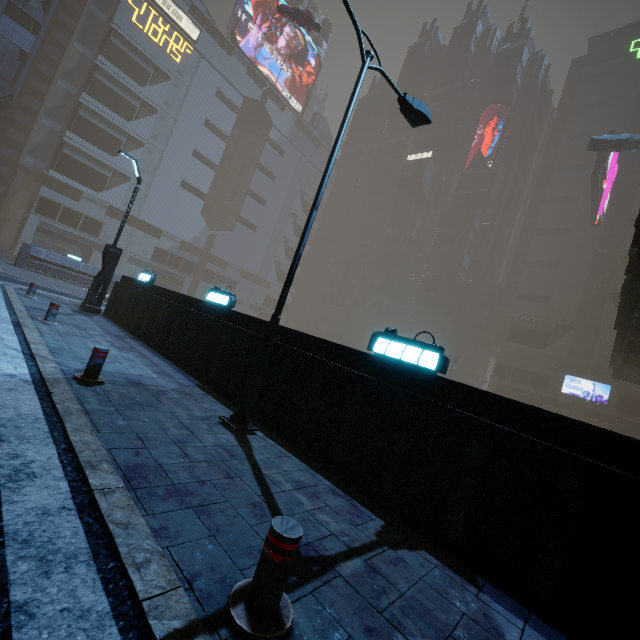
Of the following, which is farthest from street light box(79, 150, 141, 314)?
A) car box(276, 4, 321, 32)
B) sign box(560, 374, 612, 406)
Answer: sign box(560, 374, 612, 406)

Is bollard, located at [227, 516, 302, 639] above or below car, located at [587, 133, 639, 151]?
below

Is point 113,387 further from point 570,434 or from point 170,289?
point 170,289

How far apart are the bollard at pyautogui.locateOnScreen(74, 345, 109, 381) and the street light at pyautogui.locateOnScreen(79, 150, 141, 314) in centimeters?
971cm

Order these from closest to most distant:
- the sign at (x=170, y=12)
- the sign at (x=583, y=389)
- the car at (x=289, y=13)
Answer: the car at (x=289, y=13)
the sign at (x=583, y=389)
the sign at (x=170, y=12)

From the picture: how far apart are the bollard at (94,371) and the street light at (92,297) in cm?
971

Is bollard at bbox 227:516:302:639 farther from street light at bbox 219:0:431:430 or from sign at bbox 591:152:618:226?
sign at bbox 591:152:618:226

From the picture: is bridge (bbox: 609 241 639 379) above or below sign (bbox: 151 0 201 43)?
below
